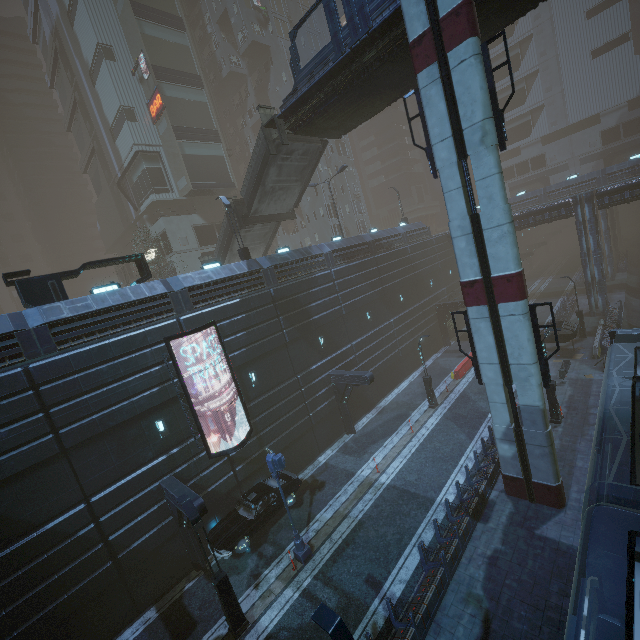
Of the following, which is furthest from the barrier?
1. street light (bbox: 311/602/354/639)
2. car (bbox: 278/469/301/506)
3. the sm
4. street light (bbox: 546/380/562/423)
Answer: street light (bbox: 311/602/354/639)

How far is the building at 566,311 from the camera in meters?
31.9

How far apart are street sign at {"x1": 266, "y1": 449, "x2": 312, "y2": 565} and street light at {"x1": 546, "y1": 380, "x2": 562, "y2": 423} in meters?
15.1

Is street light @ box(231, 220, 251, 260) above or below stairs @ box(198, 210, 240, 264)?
below

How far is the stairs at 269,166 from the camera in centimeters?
1931cm

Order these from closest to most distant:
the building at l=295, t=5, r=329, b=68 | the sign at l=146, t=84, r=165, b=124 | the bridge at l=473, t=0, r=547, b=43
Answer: the bridge at l=473, t=0, r=547, b=43
the sign at l=146, t=84, r=165, b=124
the building at l=295, t=5, r=329, b=68

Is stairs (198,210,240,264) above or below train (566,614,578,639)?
above

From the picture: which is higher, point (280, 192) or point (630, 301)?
point (280, 192)
